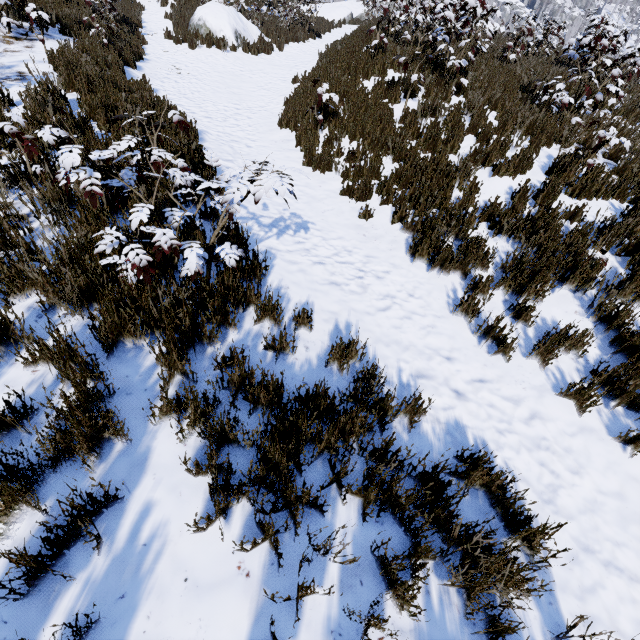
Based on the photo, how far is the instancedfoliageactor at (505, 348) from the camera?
3.53m

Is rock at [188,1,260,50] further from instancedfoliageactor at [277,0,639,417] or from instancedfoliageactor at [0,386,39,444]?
instancedfoliageactor at [277,0,639,417]

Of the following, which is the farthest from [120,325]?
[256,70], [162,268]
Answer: [256,70]

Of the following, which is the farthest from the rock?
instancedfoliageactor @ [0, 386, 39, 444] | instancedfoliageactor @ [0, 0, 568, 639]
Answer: instancedfoliageactor @ [0, 0, 568, 639]

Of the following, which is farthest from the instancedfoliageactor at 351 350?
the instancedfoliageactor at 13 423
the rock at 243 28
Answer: the instancedfoliageactor at 13 423

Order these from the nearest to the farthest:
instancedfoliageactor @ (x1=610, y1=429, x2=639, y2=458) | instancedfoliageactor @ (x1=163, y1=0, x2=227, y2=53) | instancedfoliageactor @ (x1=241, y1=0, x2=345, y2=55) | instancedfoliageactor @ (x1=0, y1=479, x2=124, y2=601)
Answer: instancedfoliageactor @ (x1=0, y1=479, x2=124, y2=601) < instancedfoliageactor @ (x1=610, y1=429, x2=639, y2=458) < instancedfoliageactor @ (x1=163, y1=0, x2=227, y2=53) < instancedfoliageactor @ (x1=241, y1=0, x2=345, y2=55)

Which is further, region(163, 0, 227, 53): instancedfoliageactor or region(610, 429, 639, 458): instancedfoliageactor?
region(163, 0, 227, 53): instancedfoliageactor
